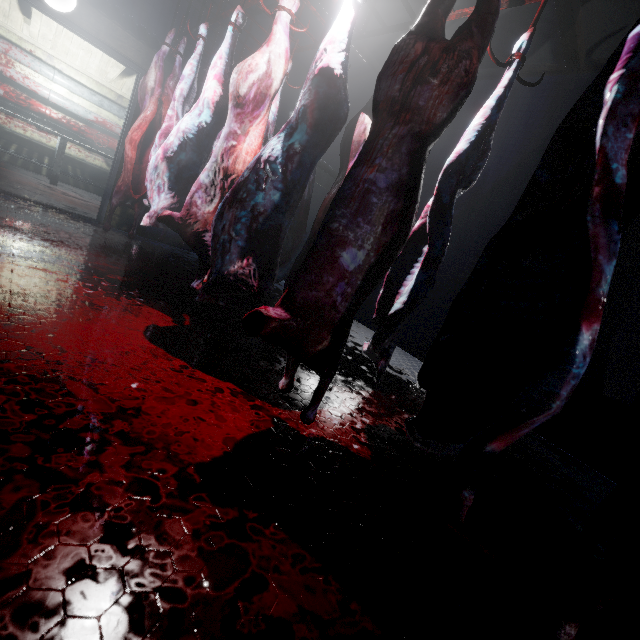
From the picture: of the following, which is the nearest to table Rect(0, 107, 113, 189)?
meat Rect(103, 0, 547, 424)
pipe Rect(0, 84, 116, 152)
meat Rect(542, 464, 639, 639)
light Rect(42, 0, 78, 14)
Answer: pipe Rect(0, 84, 116, 152)

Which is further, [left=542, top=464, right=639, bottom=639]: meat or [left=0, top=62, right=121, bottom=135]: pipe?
[left=0, top=62, right=121, bottom=135]: pipe

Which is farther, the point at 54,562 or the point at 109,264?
the point at 109,264

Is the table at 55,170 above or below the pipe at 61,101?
below

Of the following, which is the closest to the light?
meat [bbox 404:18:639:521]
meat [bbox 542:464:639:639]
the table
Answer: the table

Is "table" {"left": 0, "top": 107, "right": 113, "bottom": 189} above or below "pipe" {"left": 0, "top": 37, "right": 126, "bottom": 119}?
below

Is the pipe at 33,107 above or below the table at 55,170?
above

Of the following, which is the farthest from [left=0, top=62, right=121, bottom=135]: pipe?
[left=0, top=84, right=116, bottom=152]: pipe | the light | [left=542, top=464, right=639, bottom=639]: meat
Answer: [left=542, top=464, right=639, bottom=639]: meat
